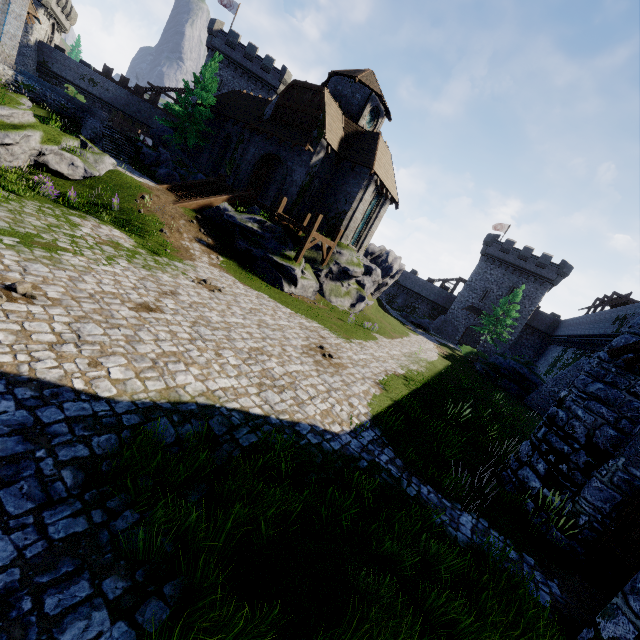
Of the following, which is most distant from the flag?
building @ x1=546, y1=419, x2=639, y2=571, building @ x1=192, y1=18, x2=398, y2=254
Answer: building @ x1=546, y1=419, x2=639, y2=571

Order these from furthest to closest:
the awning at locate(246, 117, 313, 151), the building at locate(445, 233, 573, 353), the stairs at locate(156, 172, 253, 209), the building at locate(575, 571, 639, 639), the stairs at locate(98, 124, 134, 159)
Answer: the building at locate(445, 233, 573, 353), the stairs at locate(98, 124, 134, 159), the awning at locate(246, 117, 313, 151), the stairs at locate(156, 172, 253, 209), the building at locate(575, 571, 639, 639)

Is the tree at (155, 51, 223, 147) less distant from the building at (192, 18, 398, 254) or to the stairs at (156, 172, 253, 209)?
the building at (192, 18, 398, 254)

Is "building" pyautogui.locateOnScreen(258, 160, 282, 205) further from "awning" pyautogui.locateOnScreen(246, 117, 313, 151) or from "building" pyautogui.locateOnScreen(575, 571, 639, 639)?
"building" pyautogui.locateOnScreen(575, 571, 639, 639)

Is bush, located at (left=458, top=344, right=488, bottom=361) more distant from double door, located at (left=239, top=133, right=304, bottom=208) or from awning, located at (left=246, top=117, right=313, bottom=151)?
awning, located at (left=246, top=117, right=313, bottom=151)

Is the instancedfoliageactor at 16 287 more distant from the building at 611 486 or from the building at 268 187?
the building at 268 187

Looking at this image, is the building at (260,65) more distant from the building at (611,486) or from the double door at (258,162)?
the building at (611,486)

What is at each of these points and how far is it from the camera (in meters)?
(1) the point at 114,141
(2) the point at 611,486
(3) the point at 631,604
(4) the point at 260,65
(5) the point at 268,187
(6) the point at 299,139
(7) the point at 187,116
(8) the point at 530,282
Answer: →
(1) stairs, 24.45
(2) building, 7.29
(3) building, 4.73
(4) building, 44.28
(5) building, 28.00
(6) awning, 22.36
(7) tree, 28.80
(8) building, 45.84
